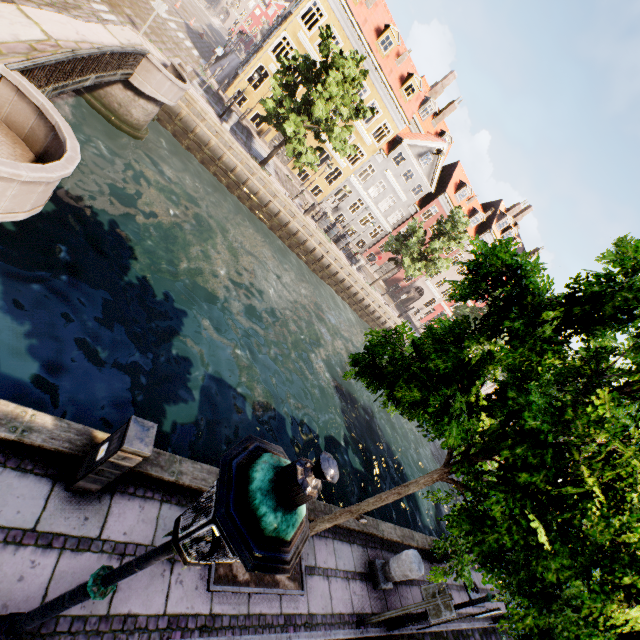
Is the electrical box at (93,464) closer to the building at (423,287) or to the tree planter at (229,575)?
the tree planter at (229,575)

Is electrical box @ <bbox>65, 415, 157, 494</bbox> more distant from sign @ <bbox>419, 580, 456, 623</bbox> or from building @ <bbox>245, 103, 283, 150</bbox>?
building @ <bbox>245, 103, 283, 150</bbox>

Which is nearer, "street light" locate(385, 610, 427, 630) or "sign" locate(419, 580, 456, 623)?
"sign" locate(419, 580, 456, 623)

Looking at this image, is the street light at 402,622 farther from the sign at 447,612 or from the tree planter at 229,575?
the tree planter at 229,575

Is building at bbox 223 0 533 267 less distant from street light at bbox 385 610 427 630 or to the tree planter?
the tree planter

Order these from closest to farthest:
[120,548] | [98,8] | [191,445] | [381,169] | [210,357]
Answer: [120,548]
[191,445]
[210,357]
[98,8]
[381,169]

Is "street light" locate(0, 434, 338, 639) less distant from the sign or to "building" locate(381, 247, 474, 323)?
the sign

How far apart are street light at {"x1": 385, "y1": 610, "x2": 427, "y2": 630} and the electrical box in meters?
6.5
